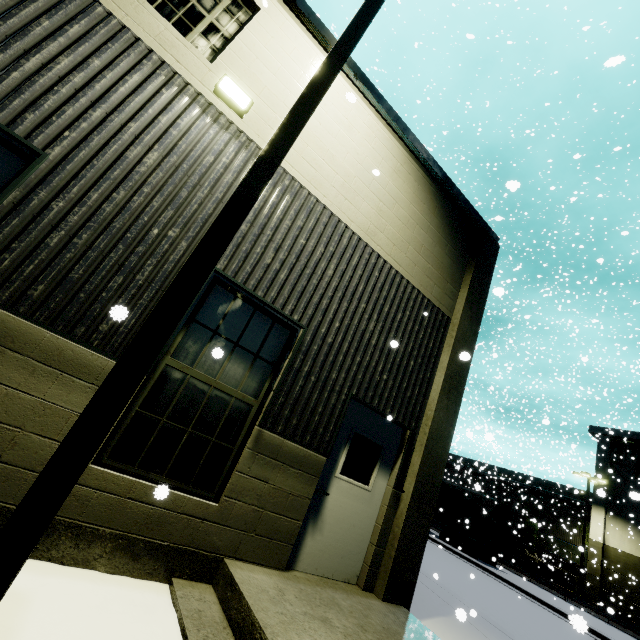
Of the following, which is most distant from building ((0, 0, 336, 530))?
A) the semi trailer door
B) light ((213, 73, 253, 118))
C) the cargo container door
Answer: the semi trailer door

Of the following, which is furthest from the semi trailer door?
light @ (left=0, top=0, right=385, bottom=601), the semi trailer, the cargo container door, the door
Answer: light @ (left=0, top=0, right=385, bottom=601)

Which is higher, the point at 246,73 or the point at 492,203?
the point at 492,203

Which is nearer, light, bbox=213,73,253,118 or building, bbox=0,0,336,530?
building, bbox=0,0,336,530

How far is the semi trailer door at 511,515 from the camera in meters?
19.1

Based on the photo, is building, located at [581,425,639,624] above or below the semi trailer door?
above

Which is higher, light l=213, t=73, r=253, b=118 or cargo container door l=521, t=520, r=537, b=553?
light l=213, t=73, r=253, b=118

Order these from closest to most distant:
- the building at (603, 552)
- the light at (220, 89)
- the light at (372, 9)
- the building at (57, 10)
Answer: the light at (372, 9), the building at (57, 10), the light at (220, 89), the building at (603, 552)
